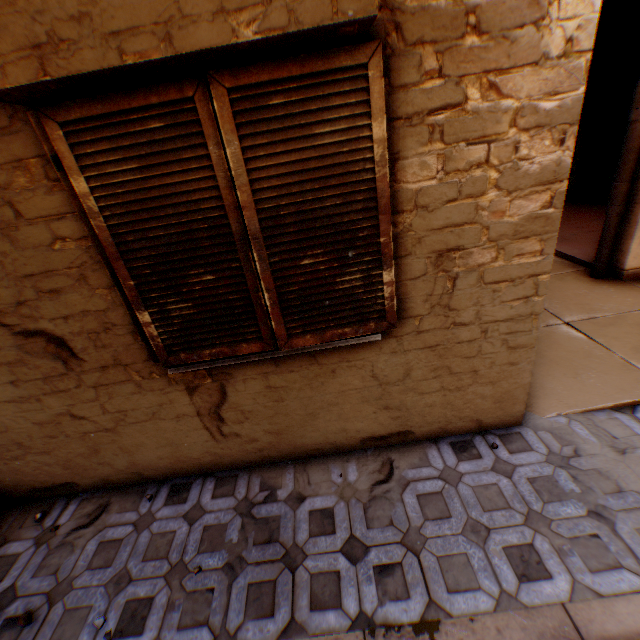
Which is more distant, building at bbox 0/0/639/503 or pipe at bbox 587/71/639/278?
pipe at bbox 587/71/639/278

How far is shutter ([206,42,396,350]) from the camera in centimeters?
152cm

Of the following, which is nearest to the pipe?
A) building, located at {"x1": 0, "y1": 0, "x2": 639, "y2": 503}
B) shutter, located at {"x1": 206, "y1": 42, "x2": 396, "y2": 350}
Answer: building, located at {"x1": 0, "y1": 0, "x2": 639, "y2": 503}

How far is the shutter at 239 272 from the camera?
1.56m

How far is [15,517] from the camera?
2.8m

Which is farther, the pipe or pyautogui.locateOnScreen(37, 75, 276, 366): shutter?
the pipe

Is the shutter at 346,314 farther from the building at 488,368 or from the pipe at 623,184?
the pipe at 623,184
